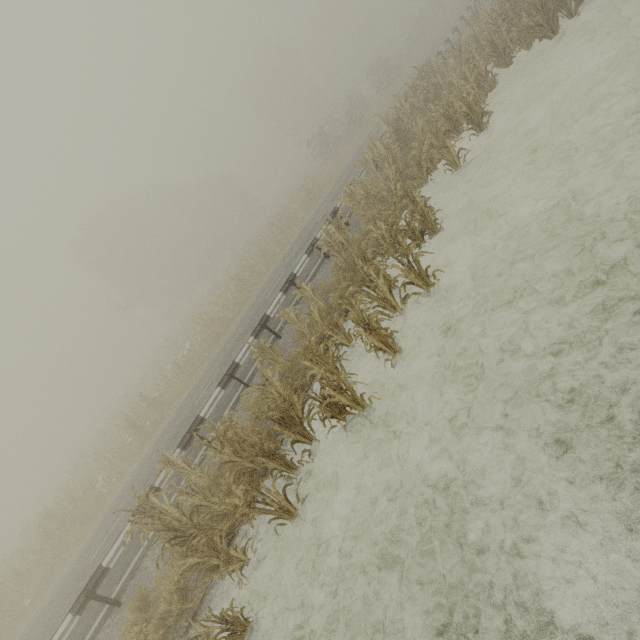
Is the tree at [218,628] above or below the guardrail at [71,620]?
below

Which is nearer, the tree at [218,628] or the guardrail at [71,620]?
the tree at [218,628]

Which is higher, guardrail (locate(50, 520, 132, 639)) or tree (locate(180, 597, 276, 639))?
guardrail (locate(50, 520, 132, 639))

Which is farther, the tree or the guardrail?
the guardrail

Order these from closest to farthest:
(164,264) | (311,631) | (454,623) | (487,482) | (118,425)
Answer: (454,623) < (487,482) < (311,631) < (118,425) < (164,264)
